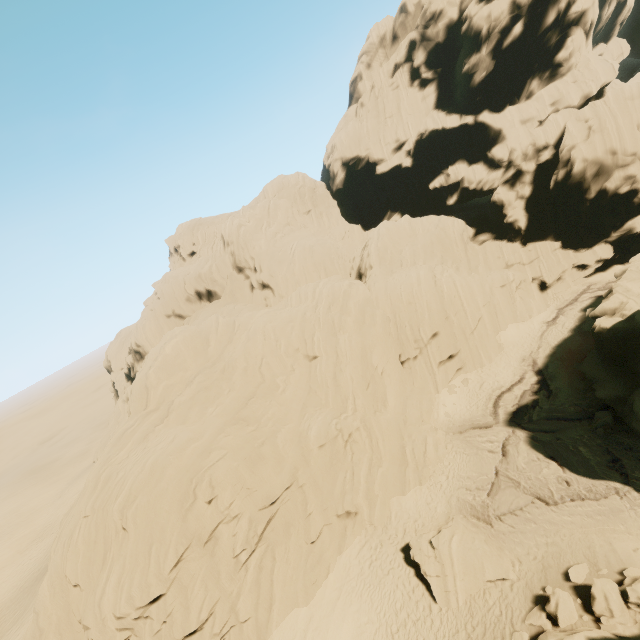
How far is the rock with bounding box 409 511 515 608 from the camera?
15.74m

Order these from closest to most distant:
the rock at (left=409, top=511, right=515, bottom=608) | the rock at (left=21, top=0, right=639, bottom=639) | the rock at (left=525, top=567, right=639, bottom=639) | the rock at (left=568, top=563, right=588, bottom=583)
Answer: the rock at (left=525, top=567, right=639, bottom=639) < the rock at (left=568, top=563, right=588, bottom=583) < the rock at (left=409, top=511, right=515, bottom=608) < the rock at (left=21, top=0, right=639, bottom=639)

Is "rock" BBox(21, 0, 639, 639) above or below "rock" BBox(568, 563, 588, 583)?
above

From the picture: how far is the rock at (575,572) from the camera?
13.7m

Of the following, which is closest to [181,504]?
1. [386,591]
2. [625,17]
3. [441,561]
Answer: A: [386,591]

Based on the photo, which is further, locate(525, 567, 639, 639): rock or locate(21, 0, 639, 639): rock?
locate(21, 0, 639, 639): rock
